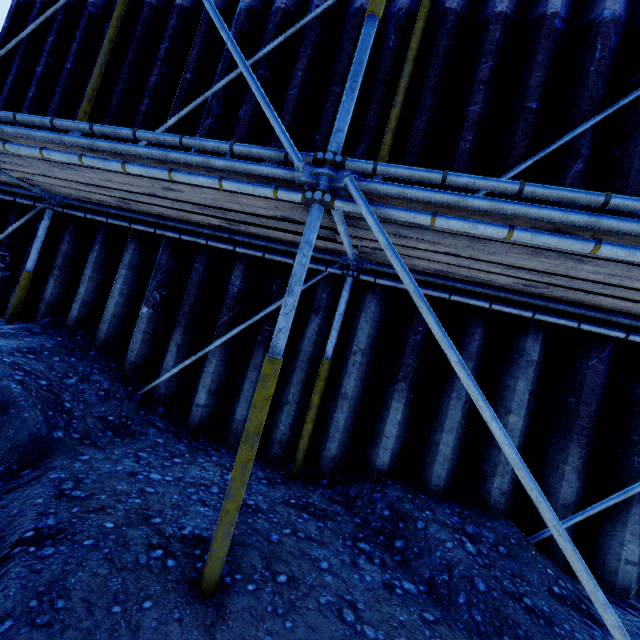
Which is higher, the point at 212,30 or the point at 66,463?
the point at 212,30
